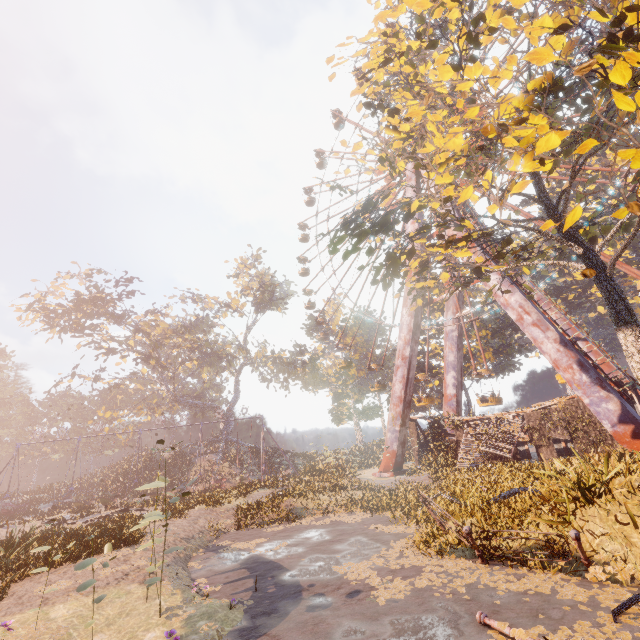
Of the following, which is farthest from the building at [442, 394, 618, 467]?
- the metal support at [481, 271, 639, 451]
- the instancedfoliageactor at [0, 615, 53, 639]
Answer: the instancedfoliageactor at [0, 615, 53, 639]

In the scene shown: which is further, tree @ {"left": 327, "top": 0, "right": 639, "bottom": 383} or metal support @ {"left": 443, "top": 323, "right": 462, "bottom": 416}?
metal support @ {"left": 443, "top": 323, "right": 462, "bottom": 416}

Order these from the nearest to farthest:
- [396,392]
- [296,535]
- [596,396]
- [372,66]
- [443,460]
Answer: [296,535]
[372,66]
[596,396]
[443,460]
[396,392]

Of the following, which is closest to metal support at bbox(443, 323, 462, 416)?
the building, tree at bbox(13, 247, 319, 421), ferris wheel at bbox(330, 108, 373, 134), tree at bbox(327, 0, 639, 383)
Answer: ferris wheel at bbox(330, 108, 373, 134)

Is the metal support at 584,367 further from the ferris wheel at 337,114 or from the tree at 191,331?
the tree at 191,331

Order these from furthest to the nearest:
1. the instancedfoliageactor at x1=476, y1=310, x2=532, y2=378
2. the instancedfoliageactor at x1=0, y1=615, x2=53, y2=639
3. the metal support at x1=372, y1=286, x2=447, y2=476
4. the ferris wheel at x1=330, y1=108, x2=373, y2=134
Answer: the ferris wheel at x1=330, y1=108, x2=373, y2=134 < the instancedfoliageactor at x1=476, y1=310, x2=532, y2=378 < the metal support at x1=372, y1=286, x2=447, y2=476 < the instancedfoliageactor at x1=0, y1=615, x2=53, y2=639

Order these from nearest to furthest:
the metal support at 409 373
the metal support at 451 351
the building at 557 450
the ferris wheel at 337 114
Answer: the building at 557 450 < the metal support at 409 373 < the metal support at 451 351 < the ferris wheel at 337 114

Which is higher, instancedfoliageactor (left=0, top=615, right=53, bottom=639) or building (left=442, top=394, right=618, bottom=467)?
building (left=442, top=394, right=618, bottom=467)
